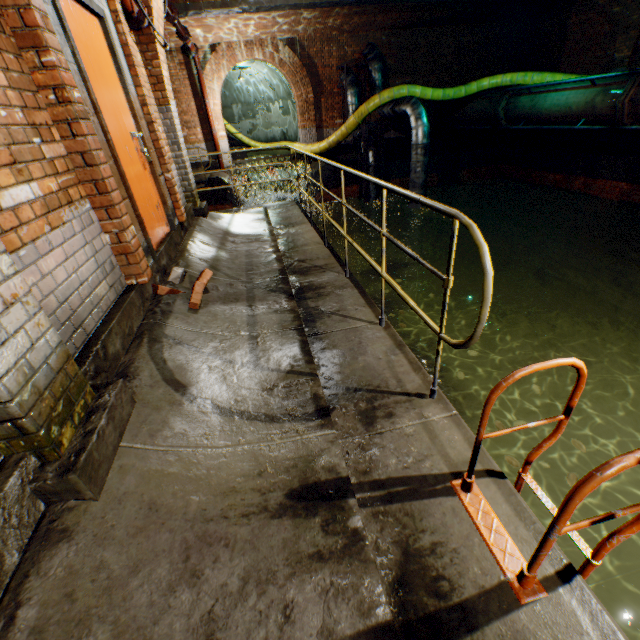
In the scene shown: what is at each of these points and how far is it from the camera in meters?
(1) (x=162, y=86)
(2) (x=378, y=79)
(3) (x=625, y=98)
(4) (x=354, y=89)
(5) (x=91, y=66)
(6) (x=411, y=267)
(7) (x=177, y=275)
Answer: (1) support arch, 4.9 m
(2) pipe, 12.5 m
(3) pipe end, 7.3 m
(4) pipe, 12.5 m
(5) door, 2.8 m
(6) pipe, 12.5 m
(7) bricks, 3.5 m

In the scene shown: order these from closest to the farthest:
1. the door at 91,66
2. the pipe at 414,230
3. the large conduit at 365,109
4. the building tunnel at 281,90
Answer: the door at 91,66
the large conduit at 365,109
the pipe at 414,230
the building tunnel at 281,90

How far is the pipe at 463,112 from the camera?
11.5 meters

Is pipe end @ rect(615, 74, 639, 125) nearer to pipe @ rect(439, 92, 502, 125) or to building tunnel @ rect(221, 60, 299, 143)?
pipe @ rect(439, 92, 502, 125)

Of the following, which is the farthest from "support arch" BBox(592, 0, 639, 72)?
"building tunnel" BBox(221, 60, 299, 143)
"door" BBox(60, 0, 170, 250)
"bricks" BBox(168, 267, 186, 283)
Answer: "bricks" BBox(168, 267, 186, 283)

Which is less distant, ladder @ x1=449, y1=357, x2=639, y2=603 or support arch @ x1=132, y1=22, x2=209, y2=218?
ladder @ x1=449, y1=357, x2=639, y2=603

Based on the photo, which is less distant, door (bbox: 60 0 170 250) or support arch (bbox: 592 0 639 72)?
door (bbox: 60 0 170 250)

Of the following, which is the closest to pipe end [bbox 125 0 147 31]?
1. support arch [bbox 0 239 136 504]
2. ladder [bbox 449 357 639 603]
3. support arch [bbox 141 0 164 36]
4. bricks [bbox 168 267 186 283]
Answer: support arch [bbox 141 0 164 36]
